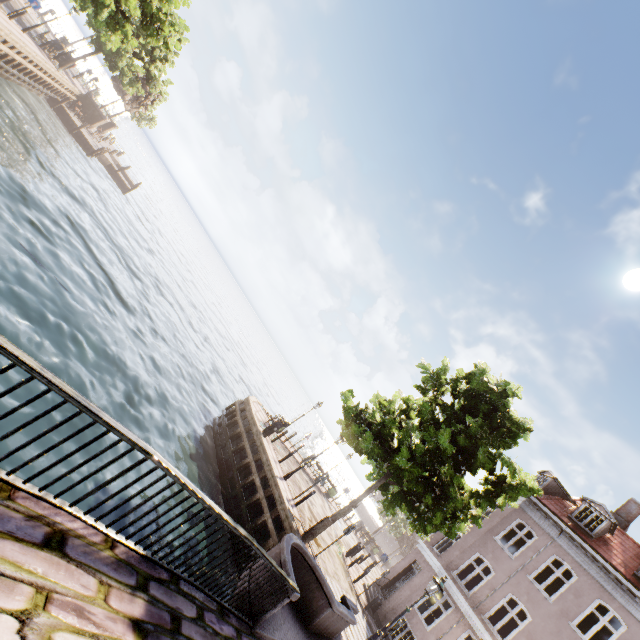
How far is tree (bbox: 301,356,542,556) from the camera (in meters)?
11.08

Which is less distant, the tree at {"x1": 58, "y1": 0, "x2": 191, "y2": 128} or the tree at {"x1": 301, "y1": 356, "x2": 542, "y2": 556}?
the tree at {"x1": 301, "y1": 356, "x2": 542, "y2": 556}

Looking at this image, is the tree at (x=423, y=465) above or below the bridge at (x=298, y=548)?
above

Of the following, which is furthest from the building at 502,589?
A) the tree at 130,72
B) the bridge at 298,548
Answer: the bridge at 298,548

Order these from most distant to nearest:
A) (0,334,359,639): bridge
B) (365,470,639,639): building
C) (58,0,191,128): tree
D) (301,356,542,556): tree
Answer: (58,0,191,128): tree, (365,470,639,639): building, (301,356,542,556): tree, (0,334,359,639): bridge

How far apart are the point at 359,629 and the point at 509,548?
18.16m

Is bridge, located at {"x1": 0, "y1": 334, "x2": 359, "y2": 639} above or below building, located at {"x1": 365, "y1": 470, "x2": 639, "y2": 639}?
below

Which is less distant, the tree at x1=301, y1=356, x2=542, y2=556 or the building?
the tree at x1=301, y1=356, x2=542, y2=556
